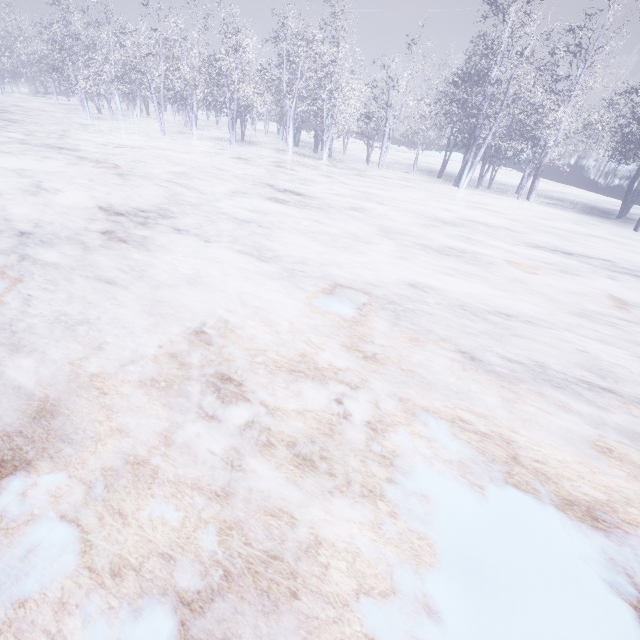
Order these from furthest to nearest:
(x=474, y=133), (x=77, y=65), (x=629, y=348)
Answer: (x=77, y=65)
(x=474, y=133)
(x=629, y=348)
